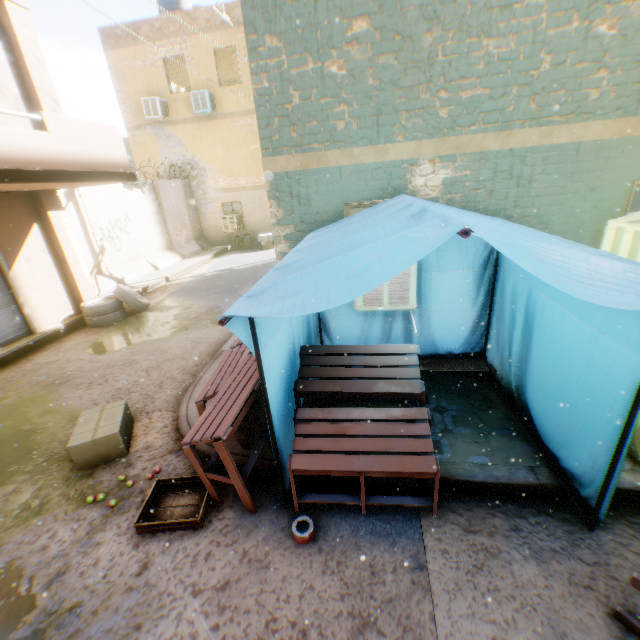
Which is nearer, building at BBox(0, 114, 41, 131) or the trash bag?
building at BBox(0, 114, 41, 131)

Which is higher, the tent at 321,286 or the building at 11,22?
the building at 11,22

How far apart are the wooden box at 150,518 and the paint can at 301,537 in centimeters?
91cm

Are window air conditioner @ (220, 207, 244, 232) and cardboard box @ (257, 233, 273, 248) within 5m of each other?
yes

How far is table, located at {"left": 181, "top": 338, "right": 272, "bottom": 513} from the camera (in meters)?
2.71

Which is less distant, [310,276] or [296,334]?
[310,276]

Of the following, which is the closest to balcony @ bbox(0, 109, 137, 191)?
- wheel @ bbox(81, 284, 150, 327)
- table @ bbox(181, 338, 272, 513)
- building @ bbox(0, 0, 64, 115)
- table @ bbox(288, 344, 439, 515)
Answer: building @ bbox(0, 0, 64, 115)

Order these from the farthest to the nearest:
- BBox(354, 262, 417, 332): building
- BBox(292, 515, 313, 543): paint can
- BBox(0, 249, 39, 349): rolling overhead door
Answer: BBox(0, 249, 39, 349): rolling overhead door → BBox(354, 262, 417, 332): building → BBox(292, 515, 313, 543): paint can
